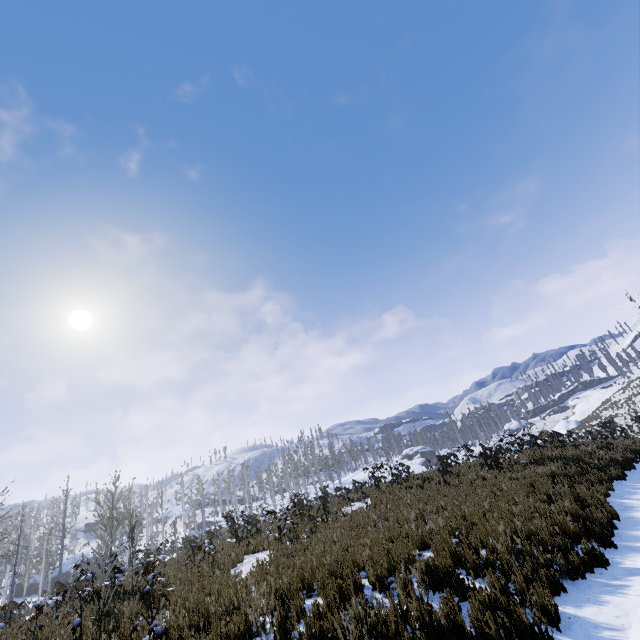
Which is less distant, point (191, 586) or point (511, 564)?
point (511, 564)

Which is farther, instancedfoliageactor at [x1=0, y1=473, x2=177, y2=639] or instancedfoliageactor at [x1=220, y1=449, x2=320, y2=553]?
instancedfoliageactor at [x1=220, y1=449, x2=320, y2=553]

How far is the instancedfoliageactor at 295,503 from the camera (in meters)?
11.30

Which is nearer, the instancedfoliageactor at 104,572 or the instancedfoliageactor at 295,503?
the instancedfoliageactor at 104,572

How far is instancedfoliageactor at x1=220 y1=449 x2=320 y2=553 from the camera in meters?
11.3 m
